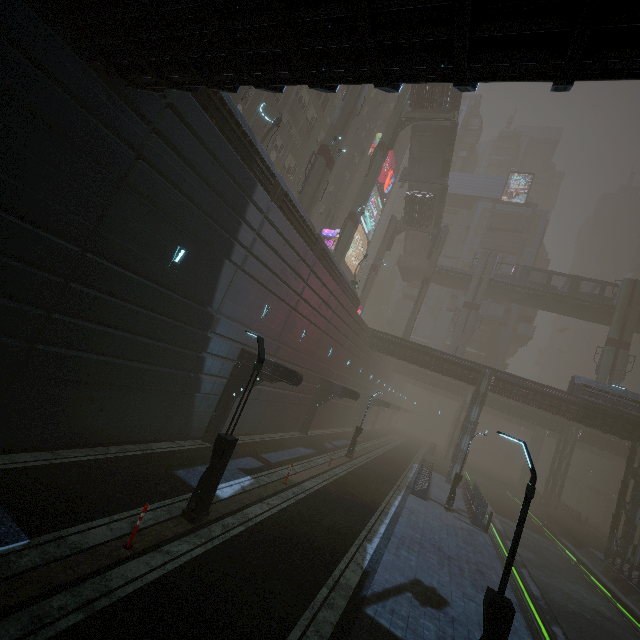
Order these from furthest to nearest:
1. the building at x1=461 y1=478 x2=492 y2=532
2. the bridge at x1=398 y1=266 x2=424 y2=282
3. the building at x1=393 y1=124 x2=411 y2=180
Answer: the building at x1=393 y1=124 x2=411 y2=180, the bridge at x1=398 y1=266 x2=424 y2=282, the building at x1=461 y1=478 x2=492 y2=532

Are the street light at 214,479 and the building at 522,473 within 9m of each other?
no

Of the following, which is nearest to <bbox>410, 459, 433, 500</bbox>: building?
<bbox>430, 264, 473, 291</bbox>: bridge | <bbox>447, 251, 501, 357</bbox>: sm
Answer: <bbox>430, 264, 473, 291</bbox>: bridge

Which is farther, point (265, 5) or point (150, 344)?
point (150, 344)

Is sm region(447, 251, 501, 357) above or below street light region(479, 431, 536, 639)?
above

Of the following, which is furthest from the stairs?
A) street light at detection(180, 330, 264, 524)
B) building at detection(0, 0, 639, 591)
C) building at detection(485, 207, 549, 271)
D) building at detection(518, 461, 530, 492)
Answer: building at detection(518, 461, 530, 492)

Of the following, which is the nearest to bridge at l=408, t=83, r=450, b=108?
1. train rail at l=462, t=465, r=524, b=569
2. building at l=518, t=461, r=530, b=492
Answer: train rail at l=462, t=465, r=524, b=569

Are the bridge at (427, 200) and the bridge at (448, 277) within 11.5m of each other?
yes
